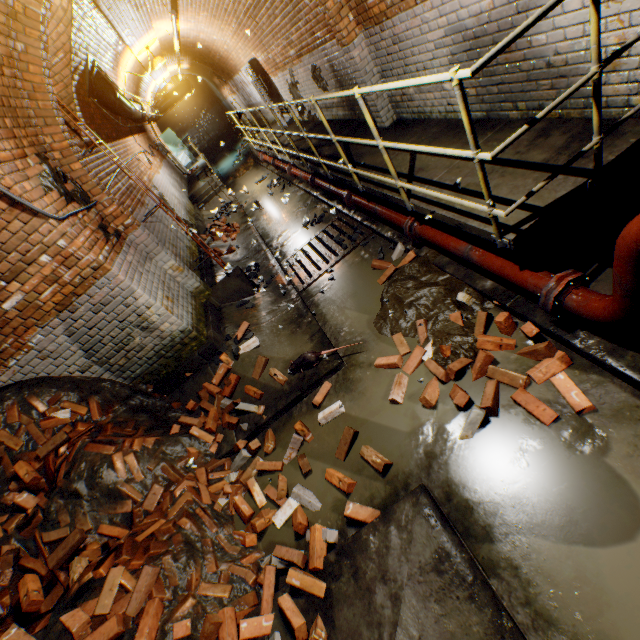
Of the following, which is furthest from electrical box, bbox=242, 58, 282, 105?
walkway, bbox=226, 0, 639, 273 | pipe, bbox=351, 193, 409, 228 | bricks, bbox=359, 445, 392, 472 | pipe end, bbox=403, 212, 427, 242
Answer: bricks, bbox=359, 445, 392, 472

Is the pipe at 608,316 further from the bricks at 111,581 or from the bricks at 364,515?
the bricks at 111,581

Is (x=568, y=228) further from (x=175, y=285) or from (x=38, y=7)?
(x=38, y=7)

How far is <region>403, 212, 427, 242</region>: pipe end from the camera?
4.02m

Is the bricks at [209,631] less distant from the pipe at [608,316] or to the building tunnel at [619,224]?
the building tunnel at [619,224]

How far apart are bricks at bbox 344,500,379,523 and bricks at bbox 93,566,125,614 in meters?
1.6

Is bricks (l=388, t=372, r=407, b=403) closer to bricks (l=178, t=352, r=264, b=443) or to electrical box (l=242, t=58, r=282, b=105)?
bricks (l=178, t=352, r=264, b=443)

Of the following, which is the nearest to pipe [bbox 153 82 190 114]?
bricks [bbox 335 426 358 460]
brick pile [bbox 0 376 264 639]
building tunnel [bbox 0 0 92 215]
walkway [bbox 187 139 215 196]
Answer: building tunnel [bbox 0 0 92 215]
